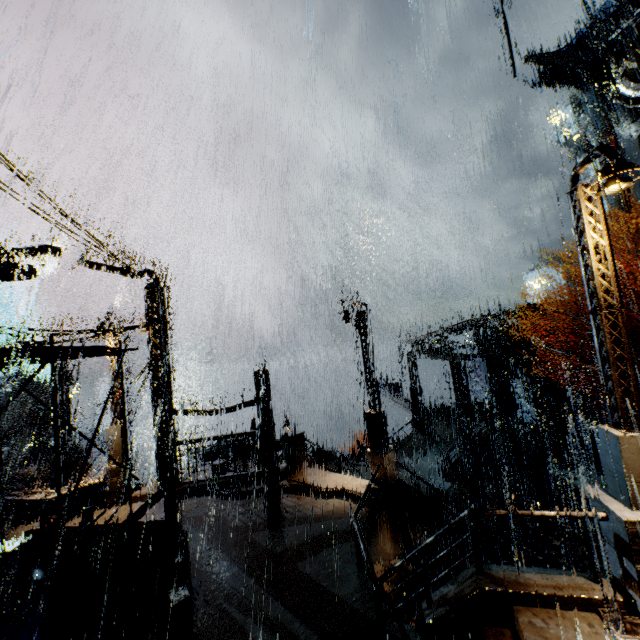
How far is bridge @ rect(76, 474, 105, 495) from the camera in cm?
1352

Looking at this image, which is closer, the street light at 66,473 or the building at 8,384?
the street light at 66,473

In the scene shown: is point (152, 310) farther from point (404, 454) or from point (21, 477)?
point (404, 454)

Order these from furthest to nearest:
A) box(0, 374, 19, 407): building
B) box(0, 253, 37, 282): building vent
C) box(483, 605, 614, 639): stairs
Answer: box(0, 374, 19, 407): building < box(0, 253, 37, 282): building vent < box(483, 605, 614, 639): stairs

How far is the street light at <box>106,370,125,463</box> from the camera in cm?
1421

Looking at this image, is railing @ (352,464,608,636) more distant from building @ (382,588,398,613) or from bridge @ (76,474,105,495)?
bridge @ (76,474,105,495)

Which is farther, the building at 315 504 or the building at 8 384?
the building at 8 384

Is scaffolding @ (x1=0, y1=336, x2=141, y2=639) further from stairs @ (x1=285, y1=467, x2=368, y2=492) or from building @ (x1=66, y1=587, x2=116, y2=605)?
stairs @ (x1=285, y1=467, x2=368, y2=492)
